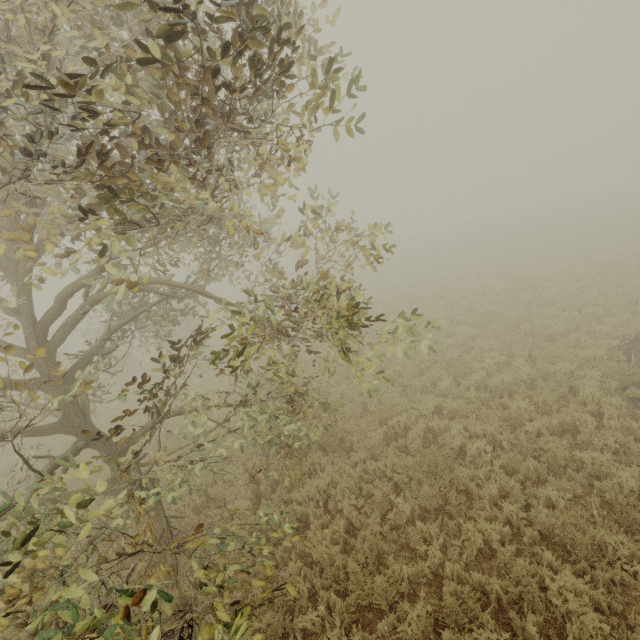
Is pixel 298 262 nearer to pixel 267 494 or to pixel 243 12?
pixel 243 12
